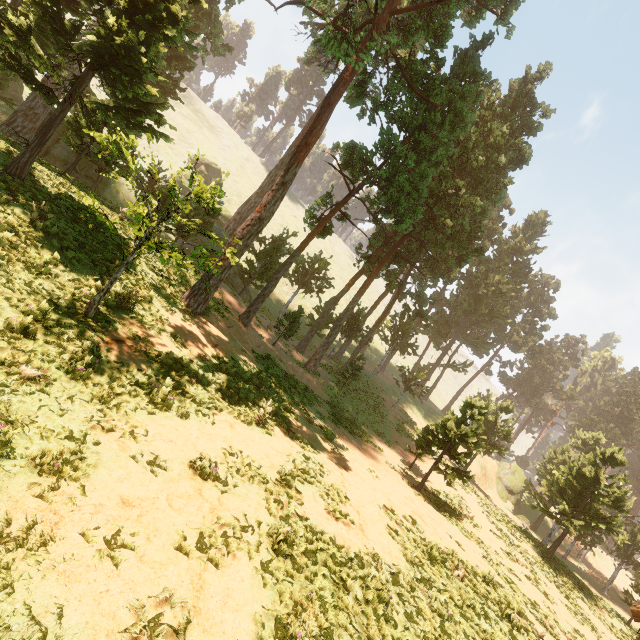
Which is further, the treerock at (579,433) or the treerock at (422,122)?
the treerock at (579,433)

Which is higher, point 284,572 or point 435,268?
point 435,268

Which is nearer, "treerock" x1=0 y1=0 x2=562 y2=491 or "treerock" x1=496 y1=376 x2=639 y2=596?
"treerock" x1=0 y1=0 x2=562 y2=491
